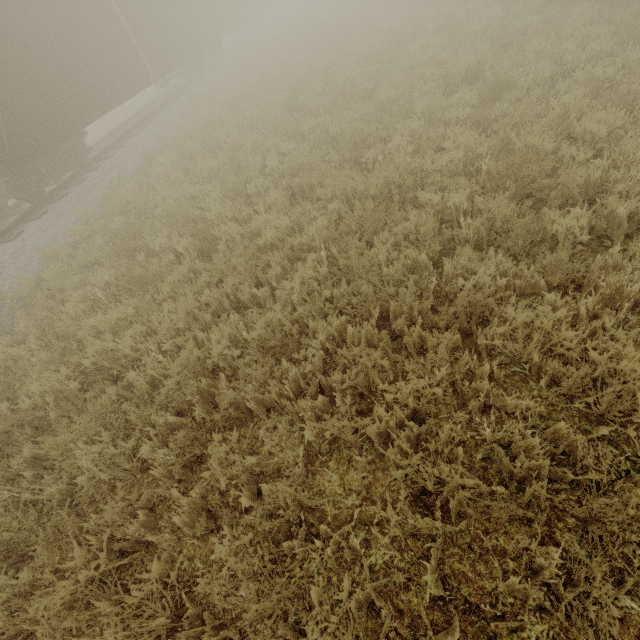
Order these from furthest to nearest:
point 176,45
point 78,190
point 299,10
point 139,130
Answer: point 299,10 < point 176,45 < point 139,130 < point 78,190
